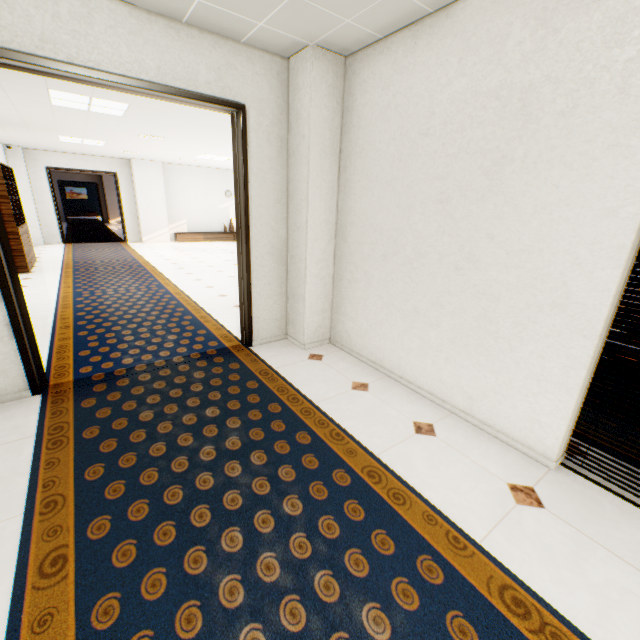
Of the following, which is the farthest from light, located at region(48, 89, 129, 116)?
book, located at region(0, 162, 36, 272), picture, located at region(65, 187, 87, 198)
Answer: picture, located at region(65, 187, 87, 198)

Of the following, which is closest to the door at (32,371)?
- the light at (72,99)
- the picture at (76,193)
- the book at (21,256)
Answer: the light at (72,99)

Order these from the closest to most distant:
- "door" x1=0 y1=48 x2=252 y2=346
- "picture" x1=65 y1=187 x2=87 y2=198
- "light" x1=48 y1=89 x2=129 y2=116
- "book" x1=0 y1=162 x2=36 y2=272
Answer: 1. "door" x1=0 y1=48 x2=252 y2=346
2. "light" x1=48 y1=89 x2=129 y2=116
3. "book" x1=0 y1=162 x2=36 y2=272
4. "picture" x1=65 y1=187 x2=87 y2=198

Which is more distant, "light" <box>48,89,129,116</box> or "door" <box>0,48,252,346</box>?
"light" <box>48,89,129,116</box>

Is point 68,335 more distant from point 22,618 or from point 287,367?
point 22,618

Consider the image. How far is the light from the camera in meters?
4.7

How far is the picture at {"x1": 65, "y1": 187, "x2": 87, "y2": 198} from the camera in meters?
26.9 m
